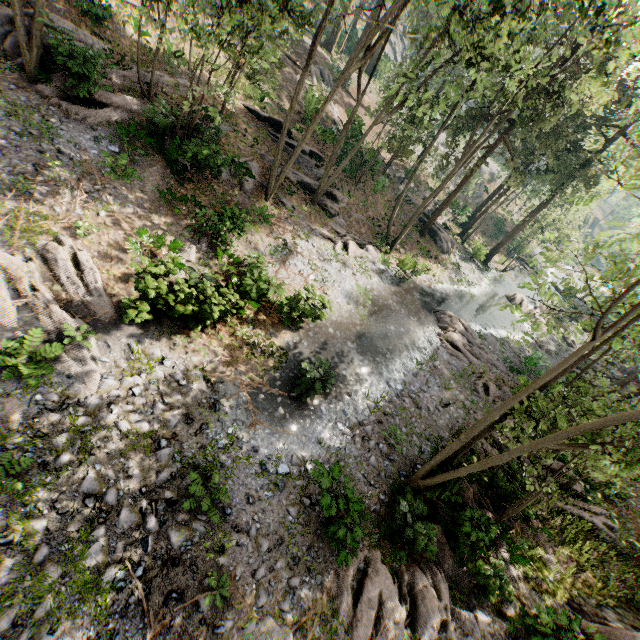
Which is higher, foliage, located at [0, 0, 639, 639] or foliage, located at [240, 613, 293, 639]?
foliage, located at [0, 0, 639, 639]

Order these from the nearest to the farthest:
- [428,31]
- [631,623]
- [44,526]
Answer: [44,526], [631,623], [428,31]

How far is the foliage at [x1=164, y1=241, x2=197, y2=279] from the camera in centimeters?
1077cm

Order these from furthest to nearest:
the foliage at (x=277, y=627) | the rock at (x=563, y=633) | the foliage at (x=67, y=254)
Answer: the foliage at (x=67, y=254)
the rock at (x=563, y=633)
the foliage at (x=277, y=627)

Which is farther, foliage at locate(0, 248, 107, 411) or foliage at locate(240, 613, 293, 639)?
foliage at locate(0, 248, 107, 411)

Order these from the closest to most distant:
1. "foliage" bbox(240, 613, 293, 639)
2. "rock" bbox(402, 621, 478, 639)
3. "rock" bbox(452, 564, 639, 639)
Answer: "foliage" bbox(240, 613, 293, 639), "rock" bbox(452, 564, 639, 639), "rock" bbox(402, 621, 478, 639)

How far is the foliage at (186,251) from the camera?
10.8 meters
